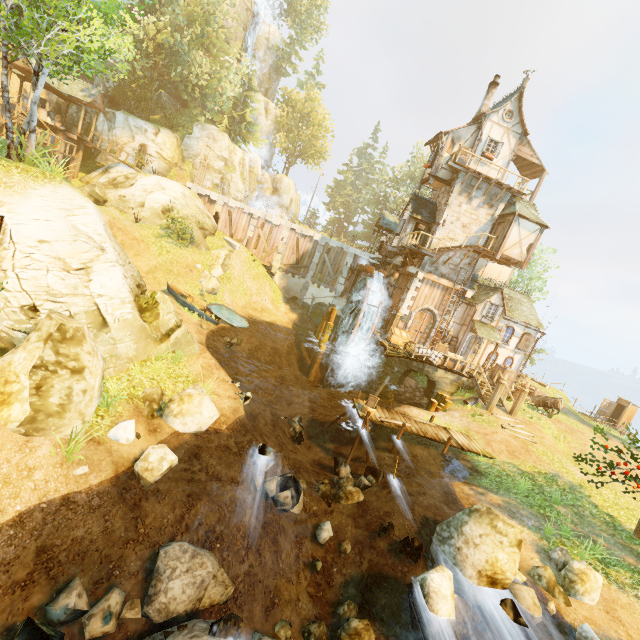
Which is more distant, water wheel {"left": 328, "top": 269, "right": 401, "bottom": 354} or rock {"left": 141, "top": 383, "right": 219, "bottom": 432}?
water wheel {"left": 328, "top": 269, "right": 401, "bottom": 354}

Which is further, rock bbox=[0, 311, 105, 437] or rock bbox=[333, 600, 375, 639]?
rock bbox=[333, 600, 375, 639]

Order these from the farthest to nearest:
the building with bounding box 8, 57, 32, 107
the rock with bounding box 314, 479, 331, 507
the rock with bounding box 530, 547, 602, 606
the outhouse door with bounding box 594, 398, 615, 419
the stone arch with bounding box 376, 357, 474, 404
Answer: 1. the outhouse door with bounding box 594, 398, 615, 419
2. the building with bounding box 8, 57, 32, 107
3. the stone arch with bounding box 376, 357, 474, 404
4. the rock with bounding box 314, 479, 331, 507
5. the rock with bounding box 530, 547, 602, 606

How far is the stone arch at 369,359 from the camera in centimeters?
2396cm

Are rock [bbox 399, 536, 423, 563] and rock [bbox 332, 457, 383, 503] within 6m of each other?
yes

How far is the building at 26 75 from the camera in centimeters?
2328cm

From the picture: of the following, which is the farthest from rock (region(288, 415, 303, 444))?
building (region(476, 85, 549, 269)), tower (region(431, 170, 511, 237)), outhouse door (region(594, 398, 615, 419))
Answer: outhouse door (region(594, 398, 615, 419))

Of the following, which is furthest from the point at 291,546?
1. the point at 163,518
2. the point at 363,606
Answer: the point at 163,518
